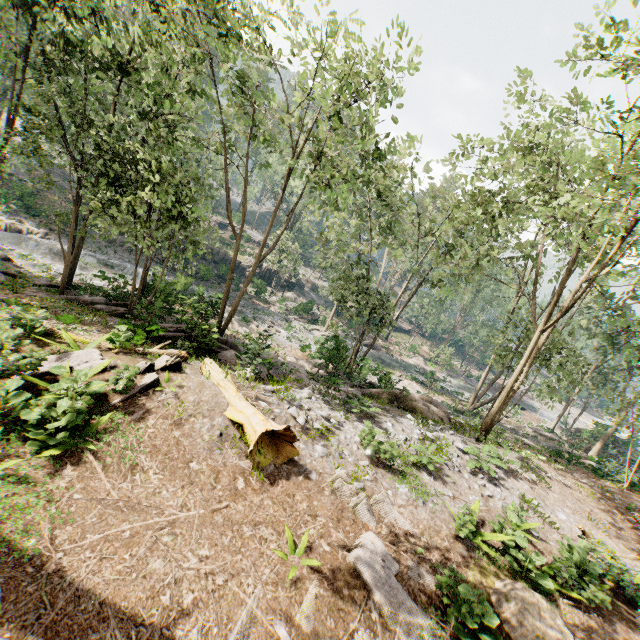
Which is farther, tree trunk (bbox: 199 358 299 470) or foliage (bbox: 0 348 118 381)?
tree trunk (bbox: 199 358 299 470)

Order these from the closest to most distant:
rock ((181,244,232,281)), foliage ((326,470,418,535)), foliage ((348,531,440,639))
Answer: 1. foliage ((348,531,440,639))
2. foliage ((326,470,418,535))
3. rock ((181,244,232,281))

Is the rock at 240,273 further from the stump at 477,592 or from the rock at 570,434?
the stump at 477,592

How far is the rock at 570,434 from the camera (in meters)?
23.41

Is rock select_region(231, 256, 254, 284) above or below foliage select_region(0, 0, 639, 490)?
below

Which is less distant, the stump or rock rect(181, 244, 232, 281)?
the stump

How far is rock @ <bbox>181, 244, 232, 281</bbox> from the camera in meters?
37.8 m

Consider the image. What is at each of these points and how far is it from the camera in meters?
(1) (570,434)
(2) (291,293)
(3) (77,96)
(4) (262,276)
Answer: (1) rock, 35.8
(2) rock, 49.5
(3) foliage, 16.4
(4) rock, 47.8
